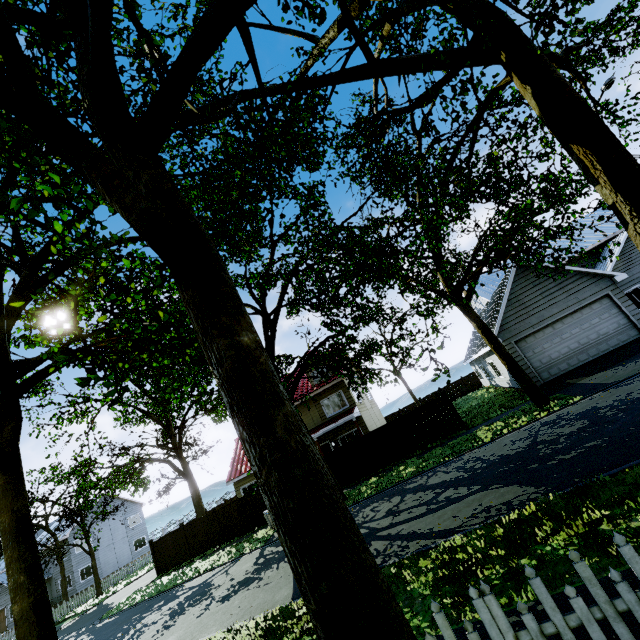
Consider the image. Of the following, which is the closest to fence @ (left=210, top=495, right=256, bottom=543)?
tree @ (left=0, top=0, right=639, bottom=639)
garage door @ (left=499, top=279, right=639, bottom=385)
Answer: tree @ (left=0, top=0, right=639, bottom=639)

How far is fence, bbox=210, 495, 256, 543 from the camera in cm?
2028

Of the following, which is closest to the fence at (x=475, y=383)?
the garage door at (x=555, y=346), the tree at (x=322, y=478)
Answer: the tree at (x=322, y=478)

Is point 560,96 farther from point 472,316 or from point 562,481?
point 472,316

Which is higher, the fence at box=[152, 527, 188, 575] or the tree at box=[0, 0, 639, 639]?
the tree at box=[0, 0, 639, 639]

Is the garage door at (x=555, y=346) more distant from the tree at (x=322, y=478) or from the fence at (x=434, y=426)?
the fence at (x=434, y=426)

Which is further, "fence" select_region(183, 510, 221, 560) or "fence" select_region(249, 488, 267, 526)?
"fence" select_region(183, 510, 221, 560)
